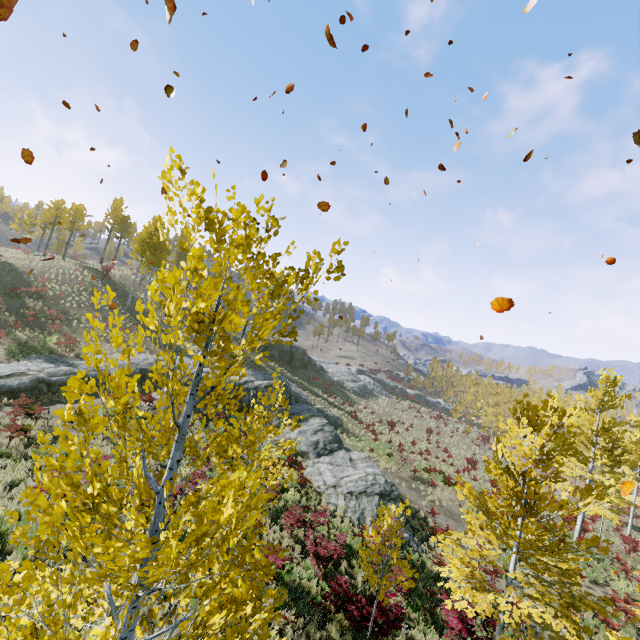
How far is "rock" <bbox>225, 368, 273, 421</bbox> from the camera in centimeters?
2395cm

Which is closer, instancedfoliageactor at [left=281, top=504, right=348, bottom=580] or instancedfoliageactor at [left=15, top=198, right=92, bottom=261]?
instancedfoliageactor at [left=281, top=504, right=348, bottom=580]

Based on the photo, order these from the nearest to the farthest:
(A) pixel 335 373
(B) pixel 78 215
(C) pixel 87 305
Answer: (C) pixel 87 305 < (B) pixel 78 215 < (A) pixel 335 373

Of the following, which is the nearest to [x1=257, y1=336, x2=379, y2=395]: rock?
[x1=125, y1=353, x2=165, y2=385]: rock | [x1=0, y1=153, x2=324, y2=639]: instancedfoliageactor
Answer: [x1=125, y1=353, x2=165, y2=385]: rock

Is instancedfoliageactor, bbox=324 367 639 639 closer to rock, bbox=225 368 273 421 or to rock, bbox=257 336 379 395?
rock, bbox=225 368 273 421

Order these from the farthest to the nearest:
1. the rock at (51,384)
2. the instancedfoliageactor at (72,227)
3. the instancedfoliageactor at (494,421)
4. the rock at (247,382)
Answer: the instancedfoliageactor at (72,227), the rock at (247,382), the rock at (51,384), the instancedfoliageactor at (494,421)

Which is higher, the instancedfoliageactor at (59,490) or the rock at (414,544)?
the instancedfoliageactor at (59,490)

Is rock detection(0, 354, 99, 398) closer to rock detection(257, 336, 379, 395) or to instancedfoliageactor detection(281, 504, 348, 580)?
rock detection(257, 336, 379, 395)
